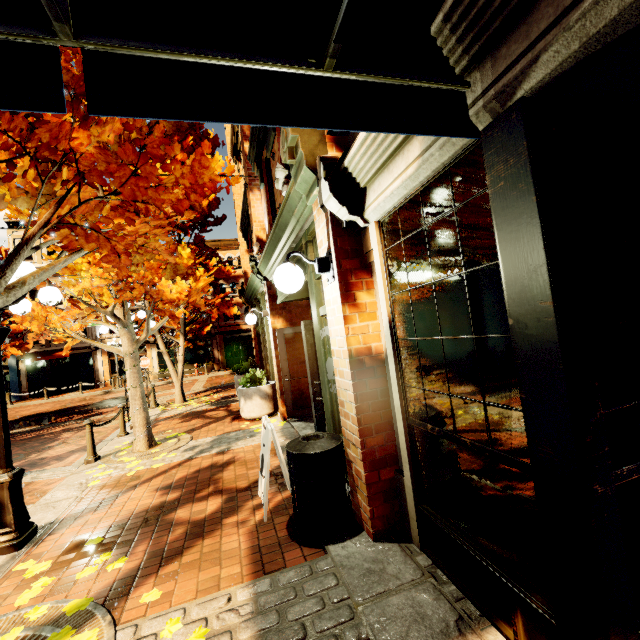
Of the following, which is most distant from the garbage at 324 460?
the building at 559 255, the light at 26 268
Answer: the light at 26 268

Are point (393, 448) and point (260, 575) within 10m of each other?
yes

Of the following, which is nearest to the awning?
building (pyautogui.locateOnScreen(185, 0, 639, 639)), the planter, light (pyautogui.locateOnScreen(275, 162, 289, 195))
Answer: building (pyautogui.locateOnScreen(185, 0, 639, 639))

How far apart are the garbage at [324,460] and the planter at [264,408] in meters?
4.8 m

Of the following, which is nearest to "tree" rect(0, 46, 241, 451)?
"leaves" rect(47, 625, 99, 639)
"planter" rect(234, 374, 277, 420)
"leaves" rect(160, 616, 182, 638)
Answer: "leaves" rect(47, 625, 99, 639)

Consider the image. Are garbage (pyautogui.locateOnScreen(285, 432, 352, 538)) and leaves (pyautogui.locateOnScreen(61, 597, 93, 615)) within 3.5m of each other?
yes

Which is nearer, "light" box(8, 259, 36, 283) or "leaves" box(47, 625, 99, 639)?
"leaves" box(47, 625, 99, 639)

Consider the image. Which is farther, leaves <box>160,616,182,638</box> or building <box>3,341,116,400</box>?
building <box>3,341,116,400</box>
